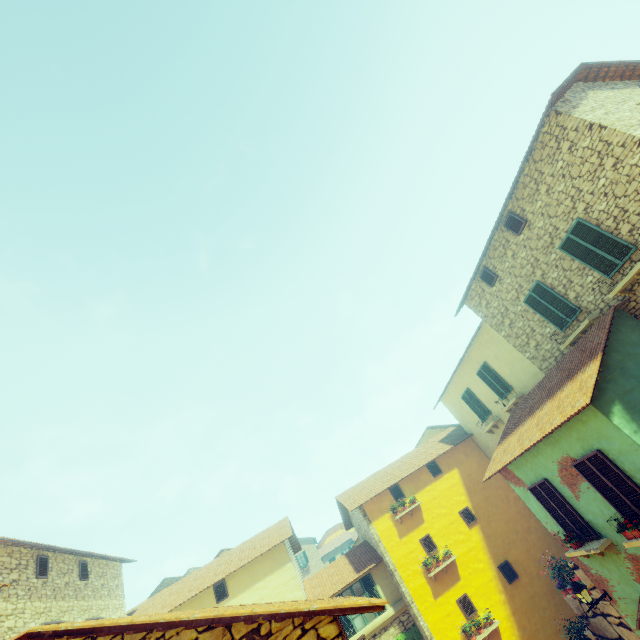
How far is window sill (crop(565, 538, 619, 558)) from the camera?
8.3m

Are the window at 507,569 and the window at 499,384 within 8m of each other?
yes

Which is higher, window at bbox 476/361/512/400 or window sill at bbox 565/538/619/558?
window at bbox 476/361/512/400

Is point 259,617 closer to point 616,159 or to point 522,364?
point 616,159

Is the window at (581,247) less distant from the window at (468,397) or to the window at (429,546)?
the window at (429,546)

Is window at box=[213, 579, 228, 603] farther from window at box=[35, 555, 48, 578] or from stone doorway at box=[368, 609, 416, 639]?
window at box=[35, 555, 48, 578]

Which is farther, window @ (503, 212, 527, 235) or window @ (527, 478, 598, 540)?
window @ (503, 212, 527, 235)

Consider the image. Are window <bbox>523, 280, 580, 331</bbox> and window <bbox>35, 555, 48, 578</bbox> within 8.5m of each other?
no
